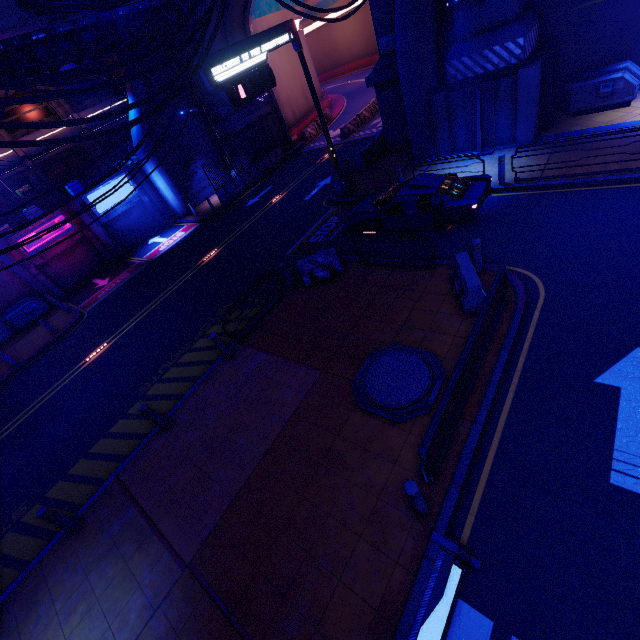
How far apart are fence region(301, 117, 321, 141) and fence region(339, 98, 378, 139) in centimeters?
469cm

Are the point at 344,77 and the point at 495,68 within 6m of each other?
no

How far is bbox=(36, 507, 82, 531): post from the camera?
7.3m

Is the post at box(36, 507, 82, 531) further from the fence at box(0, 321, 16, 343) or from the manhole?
the fence at box(0, 321, 16, 343)

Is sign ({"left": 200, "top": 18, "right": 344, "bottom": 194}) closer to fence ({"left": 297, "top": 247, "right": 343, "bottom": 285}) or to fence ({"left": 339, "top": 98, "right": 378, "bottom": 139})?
fence ({"left": 297, "top": 247, "right": 343, "bottom": 285})

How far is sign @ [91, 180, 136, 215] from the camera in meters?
23.1

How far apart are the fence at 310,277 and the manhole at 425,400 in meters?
4.2 m

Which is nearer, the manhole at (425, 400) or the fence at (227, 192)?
the manhole at (425, 400)
